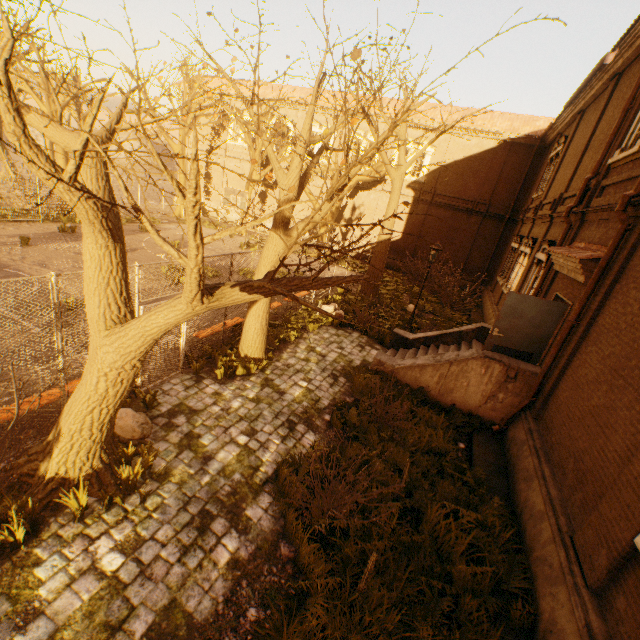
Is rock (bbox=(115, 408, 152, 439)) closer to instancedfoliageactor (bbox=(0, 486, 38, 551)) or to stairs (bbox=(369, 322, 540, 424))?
instancedfoliageactor (bbox=(0, 486, 38, 551))

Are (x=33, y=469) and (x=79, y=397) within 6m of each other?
yes

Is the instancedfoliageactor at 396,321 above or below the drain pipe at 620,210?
below

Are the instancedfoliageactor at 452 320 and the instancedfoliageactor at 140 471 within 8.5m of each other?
no

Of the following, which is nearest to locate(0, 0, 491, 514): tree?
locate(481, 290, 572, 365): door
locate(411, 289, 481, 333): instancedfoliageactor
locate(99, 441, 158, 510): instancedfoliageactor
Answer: locate(99, 441, 158, 510): instancedfoliageactor

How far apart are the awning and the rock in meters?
9.5 m

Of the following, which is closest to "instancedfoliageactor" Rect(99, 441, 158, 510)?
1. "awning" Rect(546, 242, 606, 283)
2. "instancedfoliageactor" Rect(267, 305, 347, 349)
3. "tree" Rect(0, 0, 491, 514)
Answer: "tree" Rect(0, 0, 491, 514)

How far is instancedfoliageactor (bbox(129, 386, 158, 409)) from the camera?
6.4 meters
